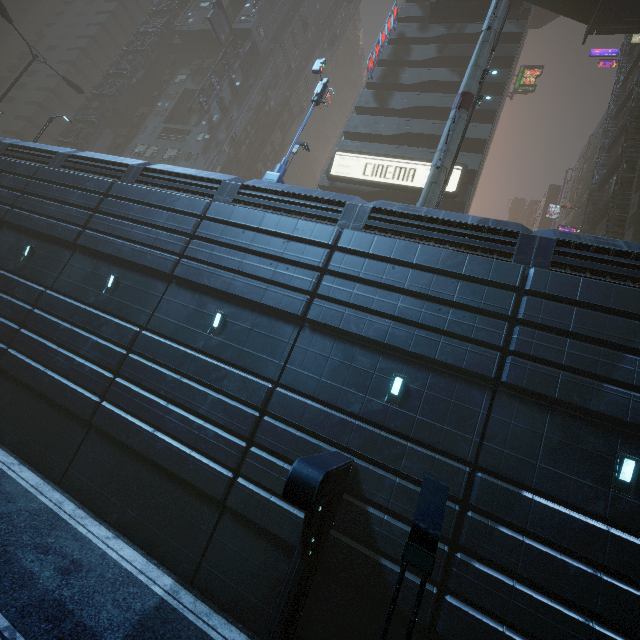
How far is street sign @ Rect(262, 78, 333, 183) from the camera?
14.8m

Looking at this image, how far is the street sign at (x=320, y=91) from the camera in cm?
1484

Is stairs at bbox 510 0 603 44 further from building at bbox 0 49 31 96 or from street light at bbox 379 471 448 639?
street light at bbox 379 471 448 639

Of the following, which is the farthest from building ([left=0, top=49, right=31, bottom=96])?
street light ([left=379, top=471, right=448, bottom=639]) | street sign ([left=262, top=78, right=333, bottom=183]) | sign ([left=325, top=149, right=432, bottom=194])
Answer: street light ([left=379, top=471, right=448, bottom=639])

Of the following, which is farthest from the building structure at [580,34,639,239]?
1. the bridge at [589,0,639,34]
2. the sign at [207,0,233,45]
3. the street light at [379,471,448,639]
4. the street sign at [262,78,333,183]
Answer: the sign at [207,0,233,45]

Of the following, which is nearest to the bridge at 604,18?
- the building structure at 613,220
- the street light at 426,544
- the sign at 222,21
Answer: the building structure at 613,220

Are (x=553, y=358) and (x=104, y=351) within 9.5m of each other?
no

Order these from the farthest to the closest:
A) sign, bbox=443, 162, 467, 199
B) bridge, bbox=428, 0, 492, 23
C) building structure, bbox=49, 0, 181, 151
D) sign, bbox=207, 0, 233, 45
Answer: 1. building structure, bbox=49, 0, 181, 151
2. sign, bbox=207, 0, 233, 45
3. bridge, bbox=428, 0, 492, 23
4. sign, bbox=443, 162, 467, 199
